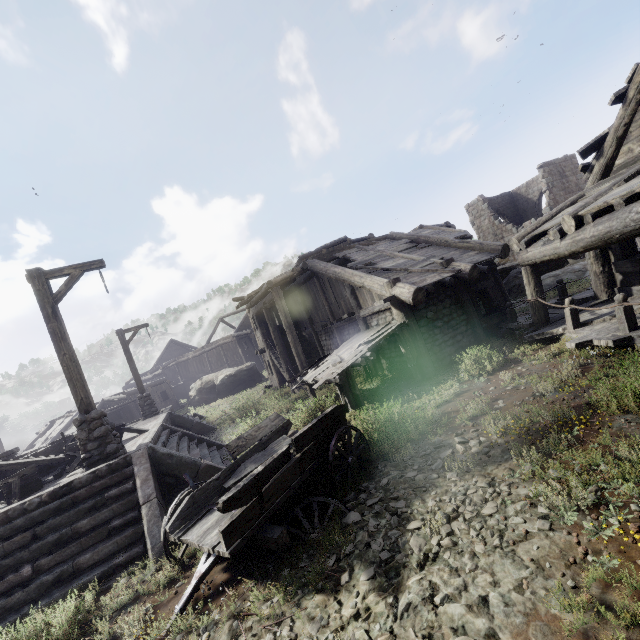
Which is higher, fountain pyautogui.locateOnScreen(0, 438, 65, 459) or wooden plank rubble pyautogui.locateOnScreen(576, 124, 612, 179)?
wooden plank rubble pyautogui.locateOnScreen(576, 124, 612, 179)

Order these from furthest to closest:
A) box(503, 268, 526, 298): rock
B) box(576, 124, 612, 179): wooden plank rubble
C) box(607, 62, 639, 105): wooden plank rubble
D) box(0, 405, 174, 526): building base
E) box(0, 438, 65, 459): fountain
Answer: box(503, 268, 526, 298): rock, box(0, 438, 65, 459): fountain, box(576, 124, 612, 179): wooden plank rubble, box(607, 62, 639, 105): wooden plank rubble, box(0, 405, 174, 526): building base

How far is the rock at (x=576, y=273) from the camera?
15.7 meters

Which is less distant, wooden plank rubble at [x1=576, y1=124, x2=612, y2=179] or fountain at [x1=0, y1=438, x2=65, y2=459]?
wooden plank rubble at [x1=576, y1=124, x2=612, y2=179]

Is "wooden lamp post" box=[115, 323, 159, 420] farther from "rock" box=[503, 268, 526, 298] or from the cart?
"rock" box=[503, 268, 526, 298]

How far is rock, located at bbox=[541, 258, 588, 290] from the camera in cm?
Result: 1572

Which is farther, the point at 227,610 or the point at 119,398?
the point at 119,398

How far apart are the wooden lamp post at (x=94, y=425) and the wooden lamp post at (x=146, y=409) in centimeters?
908cm
